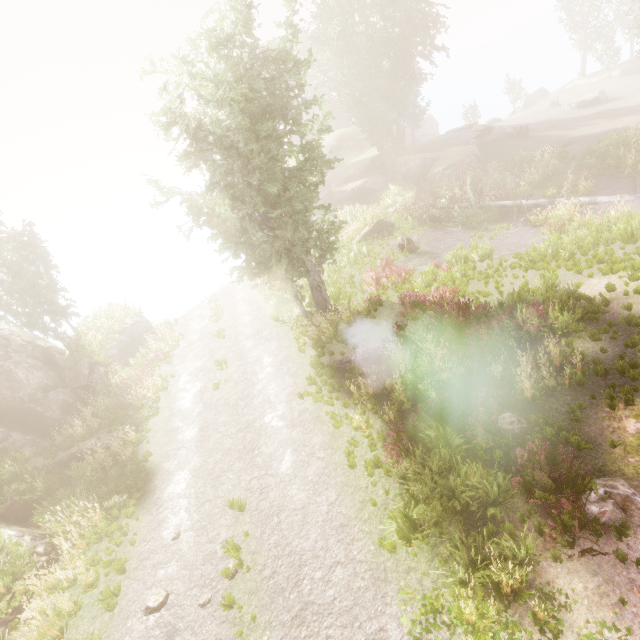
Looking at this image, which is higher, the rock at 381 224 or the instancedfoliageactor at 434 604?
the rock at 381 224

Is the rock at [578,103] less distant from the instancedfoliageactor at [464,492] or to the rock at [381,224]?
the instancedfoliageactor at [464,492]

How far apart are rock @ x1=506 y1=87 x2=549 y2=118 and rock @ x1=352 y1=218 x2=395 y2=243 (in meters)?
49.26

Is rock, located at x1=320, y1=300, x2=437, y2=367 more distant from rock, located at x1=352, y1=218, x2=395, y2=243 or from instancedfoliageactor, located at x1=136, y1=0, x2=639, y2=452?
rock, located at x1=352, y1=218, x2=395, y2=243

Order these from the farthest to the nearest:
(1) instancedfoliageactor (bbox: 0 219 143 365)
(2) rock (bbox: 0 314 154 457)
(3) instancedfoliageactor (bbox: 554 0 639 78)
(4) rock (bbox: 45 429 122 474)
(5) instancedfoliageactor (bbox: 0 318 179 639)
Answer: (3) instancedfoliageactor (bbox: 554 0 639 78)
(1) instancedfoliageactor (bbox: 0 219 143 365)
(2) rock (bbox: 0 314 154 457)
(4) rock (bbox: 45 429 122 474)
(5) instancedfoliageactor (bbox: 0 318 179 639)

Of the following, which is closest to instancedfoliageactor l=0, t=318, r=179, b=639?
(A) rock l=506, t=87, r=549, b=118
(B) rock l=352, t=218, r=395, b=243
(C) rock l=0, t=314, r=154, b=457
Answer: (C) rock l=0, t=314, r=154, b=457

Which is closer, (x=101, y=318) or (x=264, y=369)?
(x=264, y=369)

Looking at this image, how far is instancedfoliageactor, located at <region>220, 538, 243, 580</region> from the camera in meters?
7.7
